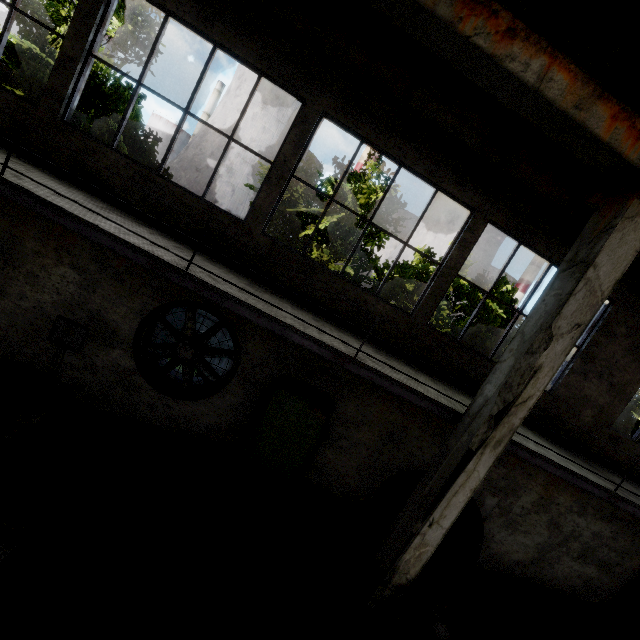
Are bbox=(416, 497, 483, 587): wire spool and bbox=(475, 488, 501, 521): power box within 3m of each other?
yes

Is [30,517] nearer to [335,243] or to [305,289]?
[305,289]

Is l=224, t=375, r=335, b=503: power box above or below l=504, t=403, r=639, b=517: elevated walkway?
below

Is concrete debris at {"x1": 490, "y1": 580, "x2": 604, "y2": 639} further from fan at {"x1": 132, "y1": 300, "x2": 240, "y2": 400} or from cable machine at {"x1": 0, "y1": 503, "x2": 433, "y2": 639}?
fan at {"x1": 132, "y1": 300, "x2": 240, "y2": 400}

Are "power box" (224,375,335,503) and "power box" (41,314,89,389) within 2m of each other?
no

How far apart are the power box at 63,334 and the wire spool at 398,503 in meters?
7.5 m

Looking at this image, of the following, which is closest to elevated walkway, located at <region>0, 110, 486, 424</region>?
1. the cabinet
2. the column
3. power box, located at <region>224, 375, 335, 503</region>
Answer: the column

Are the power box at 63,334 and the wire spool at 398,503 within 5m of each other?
no
